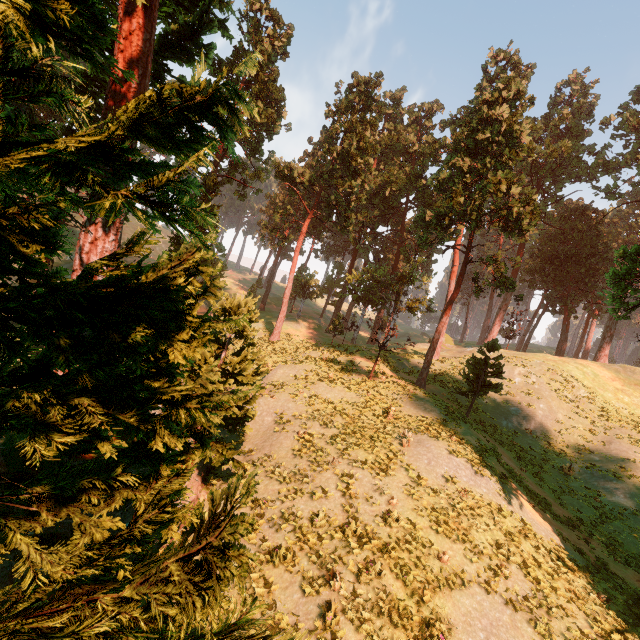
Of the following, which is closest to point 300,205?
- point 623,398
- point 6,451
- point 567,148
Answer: point 567,148

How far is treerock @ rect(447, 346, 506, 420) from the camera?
22.4m

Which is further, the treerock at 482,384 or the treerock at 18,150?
the treerock at 482,384

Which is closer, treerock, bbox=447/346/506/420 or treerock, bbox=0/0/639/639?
treerock, bbox=0/0/639/639

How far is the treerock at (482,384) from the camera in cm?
2244
